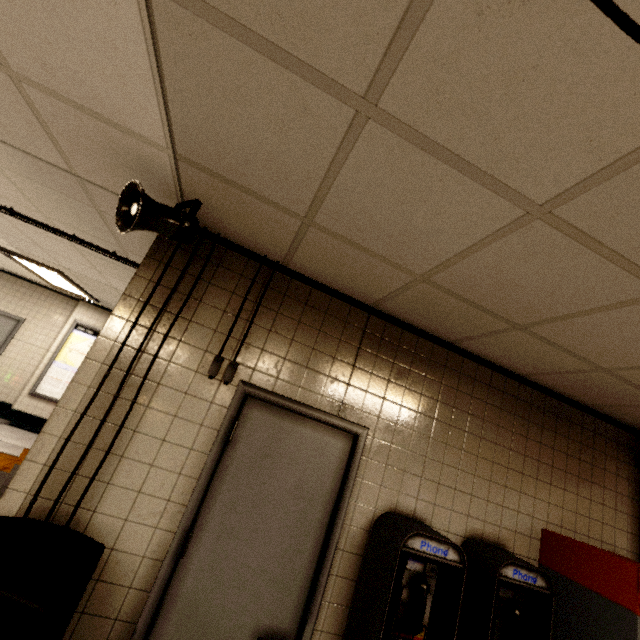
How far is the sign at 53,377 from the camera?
6.94m

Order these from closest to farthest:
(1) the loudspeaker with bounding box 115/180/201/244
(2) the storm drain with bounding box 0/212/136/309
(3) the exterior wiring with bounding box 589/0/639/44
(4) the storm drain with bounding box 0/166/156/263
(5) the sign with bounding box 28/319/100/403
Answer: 1. (3) the exterior wiring with bounding box 589/0/639/44
2. (1) the loudspeaker with bounding box 115/180/201/244
3. (4) the storm drain with bounding box 0/166/156/263
4. (2) the storm drain with bounding box 0/212/136/309
5. (5) the sign with bounding box 28/319/100/403

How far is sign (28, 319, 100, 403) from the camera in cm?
694

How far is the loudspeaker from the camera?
1.7 meters

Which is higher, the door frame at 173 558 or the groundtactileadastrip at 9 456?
the door frame at 173 558

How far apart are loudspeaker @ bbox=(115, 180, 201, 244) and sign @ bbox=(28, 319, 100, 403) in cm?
673

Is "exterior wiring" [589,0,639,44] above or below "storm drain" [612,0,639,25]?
below

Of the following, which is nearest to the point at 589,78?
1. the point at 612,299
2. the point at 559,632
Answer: the point at 612,299
